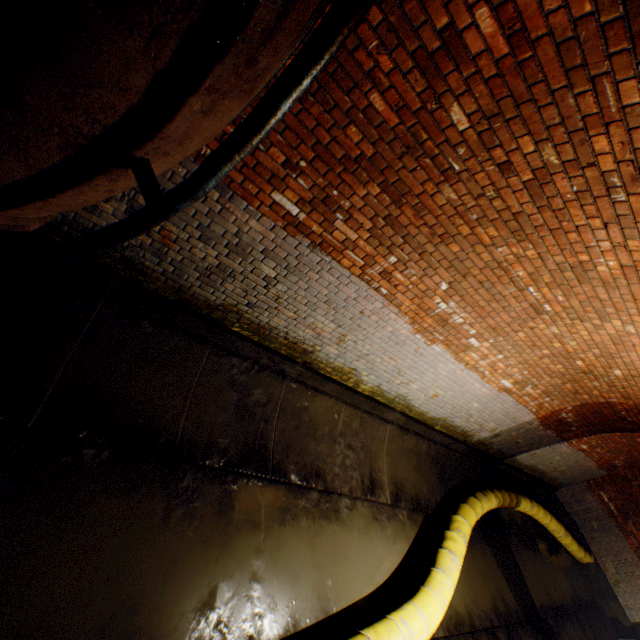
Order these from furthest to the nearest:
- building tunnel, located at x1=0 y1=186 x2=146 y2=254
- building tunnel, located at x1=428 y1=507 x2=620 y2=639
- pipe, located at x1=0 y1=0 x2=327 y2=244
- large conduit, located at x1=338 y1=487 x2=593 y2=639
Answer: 1. building tunnel, located at x1=428 y1=507 x2=620 y2=639
2. large conduit, located at x1=338 y1=487 x2=593 y2=639
3. building tunnel, located at x1=0 y1=186 x2=146 y2=254
4. pipe, located at x1=0 y1=0 x2=327 y2=244

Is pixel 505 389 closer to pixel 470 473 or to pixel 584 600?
pixel 470 473

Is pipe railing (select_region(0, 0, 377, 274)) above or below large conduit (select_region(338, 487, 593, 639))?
above

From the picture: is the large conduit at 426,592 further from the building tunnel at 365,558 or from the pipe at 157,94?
the pipe at 157,94

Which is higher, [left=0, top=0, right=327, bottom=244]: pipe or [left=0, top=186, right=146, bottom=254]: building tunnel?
[left=0, top=0, right=327, bottom=244]: pipe

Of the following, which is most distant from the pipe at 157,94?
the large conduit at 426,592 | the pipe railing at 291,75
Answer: the large conduit at 426,592

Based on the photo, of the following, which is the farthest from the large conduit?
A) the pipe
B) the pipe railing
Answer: the pipe
